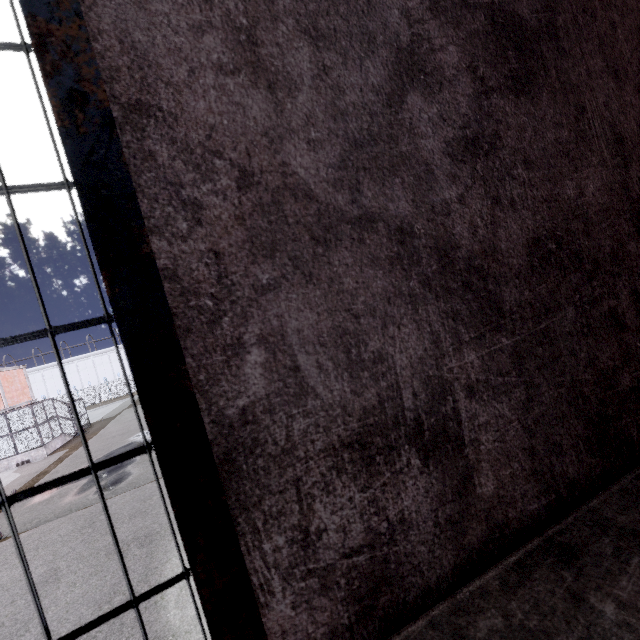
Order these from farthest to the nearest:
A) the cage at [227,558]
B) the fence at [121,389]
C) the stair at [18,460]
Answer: the fence at [121,389], the stair at [18,460], the cage at [227,558]

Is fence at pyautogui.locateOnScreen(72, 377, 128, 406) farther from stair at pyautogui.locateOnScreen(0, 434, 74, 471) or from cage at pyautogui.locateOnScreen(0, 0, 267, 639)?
stair at pyautogui.locateOnScreen(0, 434, 74, 471)

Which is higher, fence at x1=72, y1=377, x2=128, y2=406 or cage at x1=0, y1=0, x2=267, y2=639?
cage at x1=0, y1=0, x2=267, y2=639

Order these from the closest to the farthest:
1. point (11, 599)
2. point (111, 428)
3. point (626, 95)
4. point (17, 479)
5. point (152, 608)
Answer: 1. point (626, 95)
2. point (152, 608)
3. point (11, 599)
4. point (17, 479)
5. point (111, 428)

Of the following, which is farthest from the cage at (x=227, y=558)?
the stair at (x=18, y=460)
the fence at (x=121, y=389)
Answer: the fence at (x=121, y=389)

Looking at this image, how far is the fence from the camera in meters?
48.3

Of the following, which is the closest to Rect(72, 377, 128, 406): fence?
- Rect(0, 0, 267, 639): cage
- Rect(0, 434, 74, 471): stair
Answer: Rect(0, 0, 267, 639): cage

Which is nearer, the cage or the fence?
the cage
